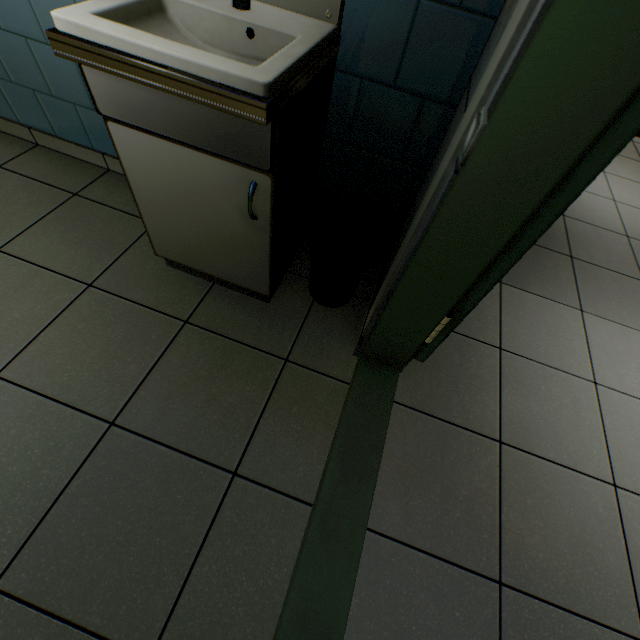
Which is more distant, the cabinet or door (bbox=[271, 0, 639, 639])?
the cabinet

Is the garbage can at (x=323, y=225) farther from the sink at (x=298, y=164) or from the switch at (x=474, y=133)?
the switch at (x=474, y=133)

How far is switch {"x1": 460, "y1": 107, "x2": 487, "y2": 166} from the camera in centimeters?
60cm

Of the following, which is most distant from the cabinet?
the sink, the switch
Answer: the switch

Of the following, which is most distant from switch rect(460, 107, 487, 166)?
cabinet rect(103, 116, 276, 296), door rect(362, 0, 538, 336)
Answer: cabinet rect(103, 116, 276, 296)

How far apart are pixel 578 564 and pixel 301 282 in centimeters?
162cm

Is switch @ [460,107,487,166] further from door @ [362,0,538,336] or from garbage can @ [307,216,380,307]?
garbage can @ [307,216,380,307]

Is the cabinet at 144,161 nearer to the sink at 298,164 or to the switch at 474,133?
the sink at 298,164
